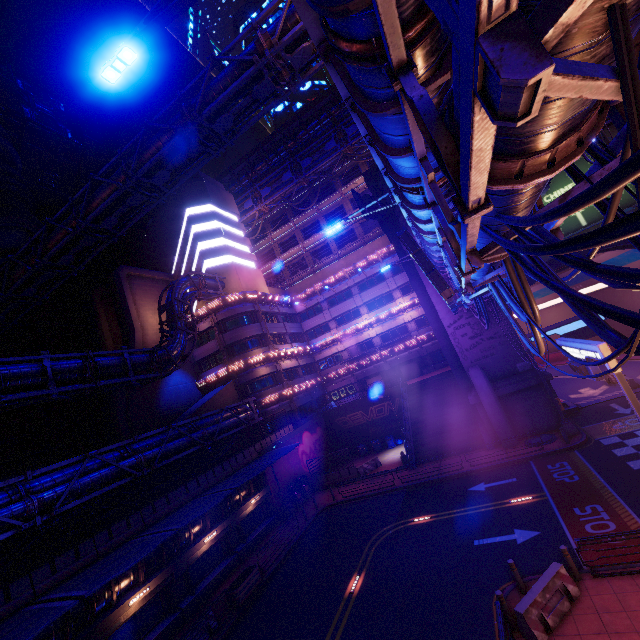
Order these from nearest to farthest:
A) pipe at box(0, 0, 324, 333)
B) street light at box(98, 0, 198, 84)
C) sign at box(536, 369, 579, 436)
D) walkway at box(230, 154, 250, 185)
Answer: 1. street light at box(98, 0, 198, 84)
2. pipe at box(0, 0, 324, 333)
3. sign at box(536, 369, 579, 436)
4. walkway at box(230, 154, 250, 185)

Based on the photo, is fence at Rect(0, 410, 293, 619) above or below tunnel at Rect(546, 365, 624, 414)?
above

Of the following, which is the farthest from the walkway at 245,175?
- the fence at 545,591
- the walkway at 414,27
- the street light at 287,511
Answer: the fence at 545,591

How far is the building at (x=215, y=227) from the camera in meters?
40.1 m

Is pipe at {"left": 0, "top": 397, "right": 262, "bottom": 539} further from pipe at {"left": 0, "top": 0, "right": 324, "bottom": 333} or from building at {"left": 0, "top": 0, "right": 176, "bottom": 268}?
pipe at {"left": 0, "top": 0, "right": 324, "bottom": 333}

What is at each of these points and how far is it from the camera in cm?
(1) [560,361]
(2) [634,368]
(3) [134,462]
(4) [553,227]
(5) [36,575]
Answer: (1) tunnel, 4509
(2) tunnel, 3059
(3) pipe, 1791
(4) pipe, 711
(5) fence, 1389

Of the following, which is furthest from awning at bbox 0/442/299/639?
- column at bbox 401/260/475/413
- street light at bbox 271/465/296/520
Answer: column at bbox 401/260/475/413

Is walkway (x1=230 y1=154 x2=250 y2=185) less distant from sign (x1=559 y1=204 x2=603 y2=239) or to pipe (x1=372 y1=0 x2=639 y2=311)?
sign (x1=559 y1=204 x2=603 y2=239)
